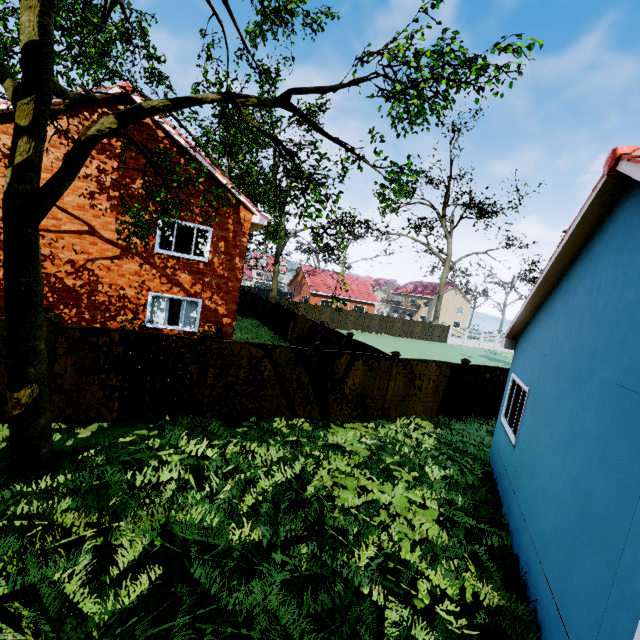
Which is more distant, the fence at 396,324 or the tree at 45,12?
the fence at 396,324

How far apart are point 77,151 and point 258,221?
8.59m

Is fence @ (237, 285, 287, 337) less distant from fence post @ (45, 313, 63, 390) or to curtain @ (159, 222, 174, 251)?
fence post @ (45, 313, 63, 390)

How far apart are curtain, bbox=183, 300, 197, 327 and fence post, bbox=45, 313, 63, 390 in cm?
552

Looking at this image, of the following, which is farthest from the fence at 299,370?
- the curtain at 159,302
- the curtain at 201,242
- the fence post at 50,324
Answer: the curtain at 201,242

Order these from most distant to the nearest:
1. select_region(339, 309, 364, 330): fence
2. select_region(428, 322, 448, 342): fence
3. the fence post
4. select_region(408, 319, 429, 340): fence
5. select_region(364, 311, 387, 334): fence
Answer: select_region(428, 322, 448, 342): fence → select_region(408, 319, 429, 340): fence → select_region(364, 311, 387, 334): fence → select_region(339, 309, 364, 330): fence → the fence post

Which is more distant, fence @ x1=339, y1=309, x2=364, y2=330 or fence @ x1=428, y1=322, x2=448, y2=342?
fence @ x1=428, y1=322, x2=448, y2=342

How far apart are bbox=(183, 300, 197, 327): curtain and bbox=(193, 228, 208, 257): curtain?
1.8m
